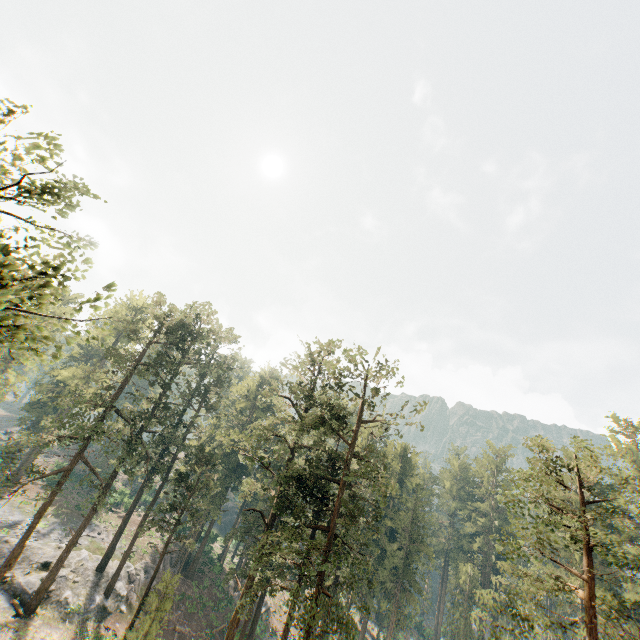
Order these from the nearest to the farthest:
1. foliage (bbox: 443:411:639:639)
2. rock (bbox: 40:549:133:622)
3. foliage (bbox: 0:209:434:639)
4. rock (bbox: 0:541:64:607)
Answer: foliage (bbox: 443:411:639:639)
foliage (bbox: 0:209:434:639)
rock (bbox: 0:541:64:607)
rock (bbox: 40:549:133:622)

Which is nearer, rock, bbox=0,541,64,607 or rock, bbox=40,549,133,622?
rock, bbox=0,541,64,607

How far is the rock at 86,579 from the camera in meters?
30.7

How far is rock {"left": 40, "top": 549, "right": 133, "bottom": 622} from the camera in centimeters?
3070cm

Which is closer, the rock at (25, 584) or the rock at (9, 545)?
the rock at (25, 584)

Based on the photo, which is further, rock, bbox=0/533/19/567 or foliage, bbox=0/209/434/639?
rock, bbox=0/533/19/567

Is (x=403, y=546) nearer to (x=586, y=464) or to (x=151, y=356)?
(x=586, y=464)
